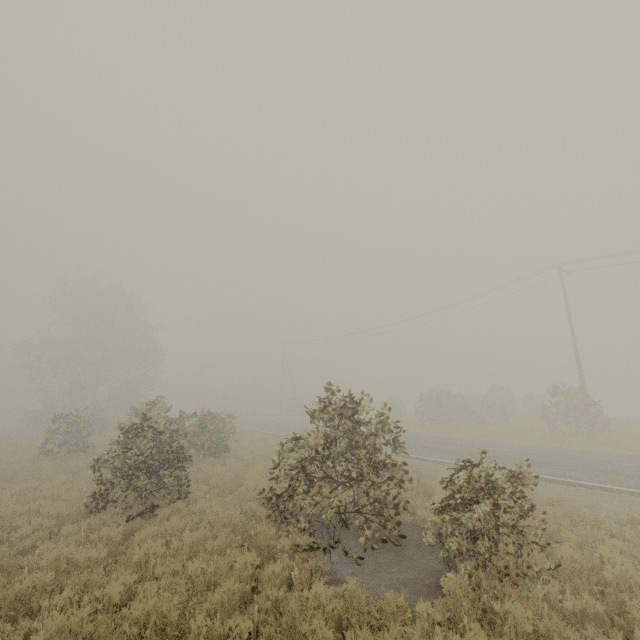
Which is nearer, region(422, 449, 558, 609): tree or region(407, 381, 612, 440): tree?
region(422, 449, 558, 609): tree

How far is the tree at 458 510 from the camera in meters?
5.5 m

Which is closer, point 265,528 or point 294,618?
point 294,618

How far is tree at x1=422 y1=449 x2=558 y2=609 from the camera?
5.47m

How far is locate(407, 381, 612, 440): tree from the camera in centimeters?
2095cm

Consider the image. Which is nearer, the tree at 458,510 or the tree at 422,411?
the tree at 458,510
